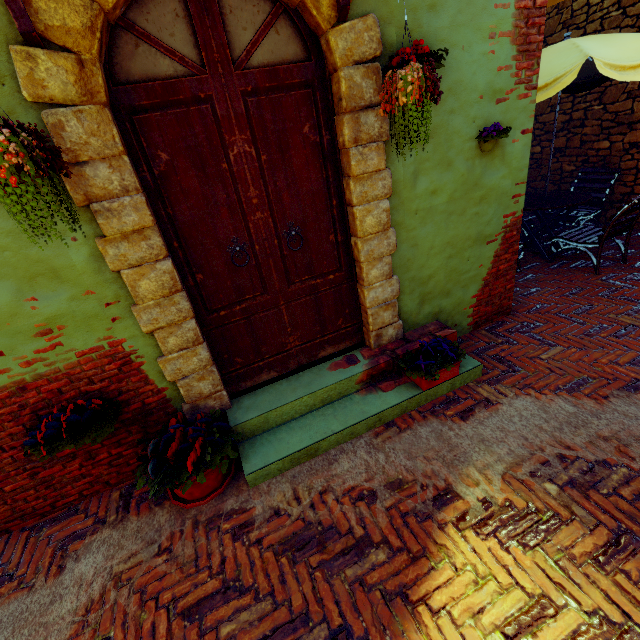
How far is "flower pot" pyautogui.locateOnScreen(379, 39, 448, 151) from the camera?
1.8 meters

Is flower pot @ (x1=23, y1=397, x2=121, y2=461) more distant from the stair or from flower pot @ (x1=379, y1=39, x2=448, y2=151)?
flower pot @ (x1=379, y1=39, x2=448, y2=151)

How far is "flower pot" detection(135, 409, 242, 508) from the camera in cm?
231

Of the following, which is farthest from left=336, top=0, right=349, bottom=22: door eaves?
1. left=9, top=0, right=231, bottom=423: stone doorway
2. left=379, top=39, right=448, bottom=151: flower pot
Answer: left=379, top=39, right=448, bottom=151: flower pot

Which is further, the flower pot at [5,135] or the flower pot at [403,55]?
the flower pot at [403,55]

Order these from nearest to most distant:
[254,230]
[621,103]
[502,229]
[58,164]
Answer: [58,164], [254,230], [502,229], [621,103]

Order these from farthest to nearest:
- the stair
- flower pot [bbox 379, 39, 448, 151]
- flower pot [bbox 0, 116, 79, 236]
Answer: the stair < flower pot [bbox 379, 39, 448, 151] < flower pot [bbox 0, 116, 79, 236]

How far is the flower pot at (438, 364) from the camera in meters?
2.8
